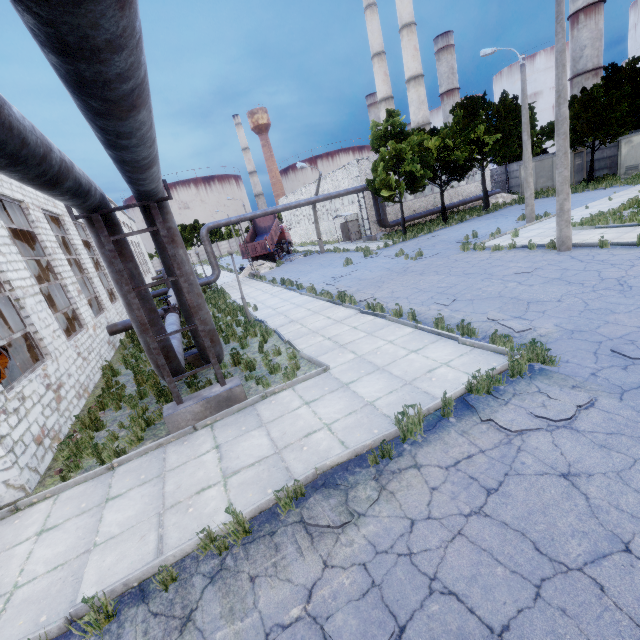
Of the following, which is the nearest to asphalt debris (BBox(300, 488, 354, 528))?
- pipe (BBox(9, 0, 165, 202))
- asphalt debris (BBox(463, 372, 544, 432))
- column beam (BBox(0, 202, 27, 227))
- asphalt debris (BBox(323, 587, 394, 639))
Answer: asphalt debris (BBox(323, 587, 394, 639))

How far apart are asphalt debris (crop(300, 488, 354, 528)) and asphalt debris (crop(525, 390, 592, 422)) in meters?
2.0

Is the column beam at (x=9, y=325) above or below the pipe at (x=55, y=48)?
below

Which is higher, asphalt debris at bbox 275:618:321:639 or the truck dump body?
the truck dump body

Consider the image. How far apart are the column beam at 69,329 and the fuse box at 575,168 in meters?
41.9

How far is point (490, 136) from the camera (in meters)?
26.09

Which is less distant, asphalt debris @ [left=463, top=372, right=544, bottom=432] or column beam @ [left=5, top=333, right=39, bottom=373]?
asphalt debris @ [left=463, top=372, right=544, bottom=432]

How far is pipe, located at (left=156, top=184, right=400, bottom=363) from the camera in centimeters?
687cm
